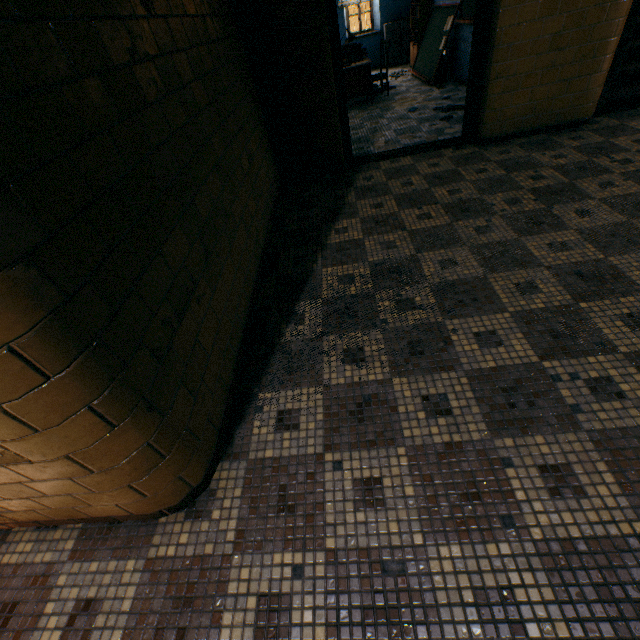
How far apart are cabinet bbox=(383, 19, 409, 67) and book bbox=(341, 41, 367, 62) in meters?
3.0

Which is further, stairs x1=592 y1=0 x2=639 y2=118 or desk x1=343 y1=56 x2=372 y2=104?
desk x1=343 y1=56 x2=372 y2=104

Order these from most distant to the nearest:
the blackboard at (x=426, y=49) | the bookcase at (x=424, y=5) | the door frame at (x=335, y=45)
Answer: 1. the bookcase at (x=424, y=5)
2. the blackboard at (x=426, y=49)
3. the door frame at (x=335, y=45)

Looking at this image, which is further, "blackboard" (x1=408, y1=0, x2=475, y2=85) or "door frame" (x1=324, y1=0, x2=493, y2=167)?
"blackboard" (x1=408, y1=0, x2=475, y2=85)

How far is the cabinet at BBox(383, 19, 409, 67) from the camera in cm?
901

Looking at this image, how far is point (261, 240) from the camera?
3.0m

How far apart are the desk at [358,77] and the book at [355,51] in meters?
0.0 m

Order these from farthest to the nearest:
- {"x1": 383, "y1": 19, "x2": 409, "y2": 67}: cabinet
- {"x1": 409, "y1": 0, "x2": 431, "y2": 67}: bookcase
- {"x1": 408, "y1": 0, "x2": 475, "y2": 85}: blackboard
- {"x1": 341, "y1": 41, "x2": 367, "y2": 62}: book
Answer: {"x1": 383, "y1": 19, "x2": 409, "y2": 67}: cabinet < {"x1": 409, "y1": 0, "x2": 431, "y2": 67}: bookcase < {"x1": 341, "y1": 41, "x2": 367, "y2": 62}: book < {"x1": 408, "y1": 0, "x2": 475, "y2": 85}: blackboard
